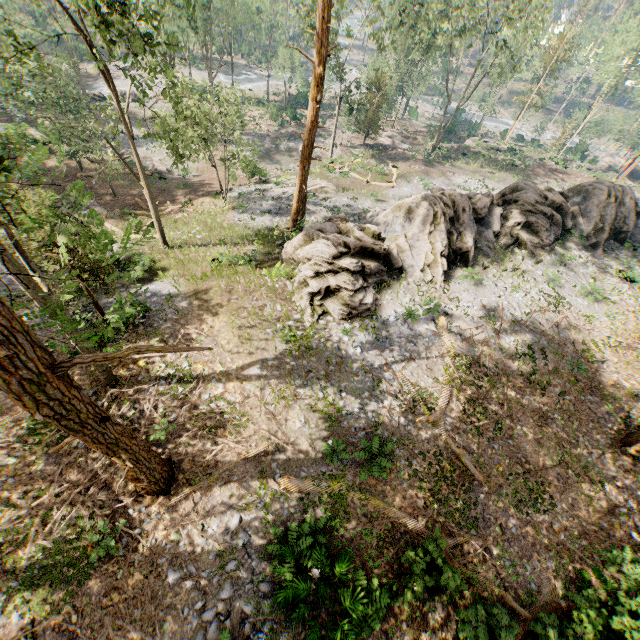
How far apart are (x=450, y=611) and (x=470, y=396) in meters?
8.0

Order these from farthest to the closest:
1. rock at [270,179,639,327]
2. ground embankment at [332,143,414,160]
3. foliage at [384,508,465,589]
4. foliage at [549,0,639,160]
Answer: foliage at [549,0,639,160]
ground embankment at [332,143,414,160]
rock at [270,179,639,327]
foliage at [384,508,465,589]

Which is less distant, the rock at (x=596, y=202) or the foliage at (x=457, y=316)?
the rock at (x=596, y=202)

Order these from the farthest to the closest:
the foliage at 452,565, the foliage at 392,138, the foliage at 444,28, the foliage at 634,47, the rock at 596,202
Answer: the foliage at 392,138 → the foliage at 634,47 → the rock at 596,202 → the foliage at 452,565 → the foliage at 444,28

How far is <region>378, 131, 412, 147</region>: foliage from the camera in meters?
48.1

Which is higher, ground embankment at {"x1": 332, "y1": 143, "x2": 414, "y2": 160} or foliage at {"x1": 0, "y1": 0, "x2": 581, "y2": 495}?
foliage at {"x1": 0, "y1": 0, "x2": 581, "y2": 495}

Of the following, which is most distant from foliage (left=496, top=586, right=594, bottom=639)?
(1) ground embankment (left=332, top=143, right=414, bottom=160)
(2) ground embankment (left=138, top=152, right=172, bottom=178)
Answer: (2) ground embankment (left=138, top=152, right=172, bottom=178)
